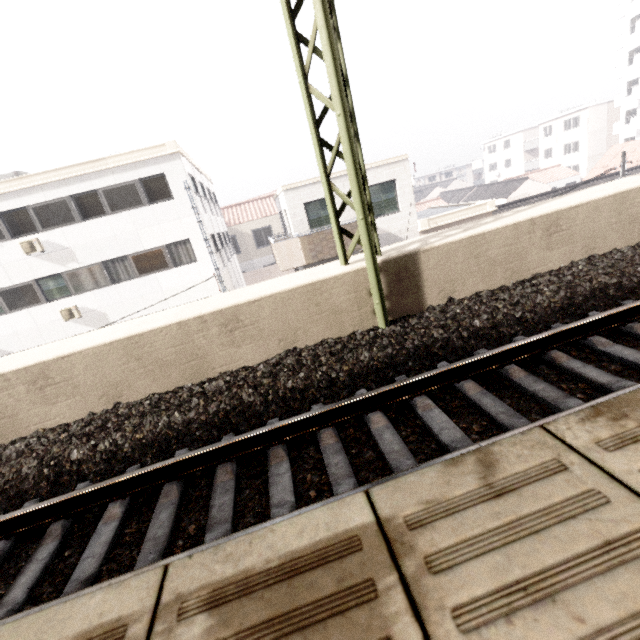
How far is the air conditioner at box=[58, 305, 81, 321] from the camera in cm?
1513

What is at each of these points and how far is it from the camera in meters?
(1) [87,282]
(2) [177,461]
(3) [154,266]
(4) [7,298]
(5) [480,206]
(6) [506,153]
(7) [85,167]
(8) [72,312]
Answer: (1) window, 15.2 m
(2) train track, 3.0 m
(3) window, 15.6 m
(4) window, 14.8 m
(5) roof trim, 15.9 m
(6) building, 54.8 m
(7) roof trim, 13.9 m
(8) air conditioner, 15.2 m

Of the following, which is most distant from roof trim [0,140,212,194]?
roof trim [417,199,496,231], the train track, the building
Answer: the building

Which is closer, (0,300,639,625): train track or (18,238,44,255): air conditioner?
(0,300,639,625): train track

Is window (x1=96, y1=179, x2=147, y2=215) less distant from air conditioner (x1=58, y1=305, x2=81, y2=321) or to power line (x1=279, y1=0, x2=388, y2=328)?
air conditioner (x1=58, y1=305, x2=81, y2=321)

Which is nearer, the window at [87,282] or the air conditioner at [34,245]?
the air conditioner at [34,245]

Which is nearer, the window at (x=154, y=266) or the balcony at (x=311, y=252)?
the balcony at (x=311, y=252)

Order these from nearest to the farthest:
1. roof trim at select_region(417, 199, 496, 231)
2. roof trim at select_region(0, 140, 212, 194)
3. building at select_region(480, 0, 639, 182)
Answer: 1. roof trim at select_region(0, 140, 212, 194)
2. roof trim at select_region(417, 199, 496, 231)
3. building at select_region(480, 0, 639, 182)
